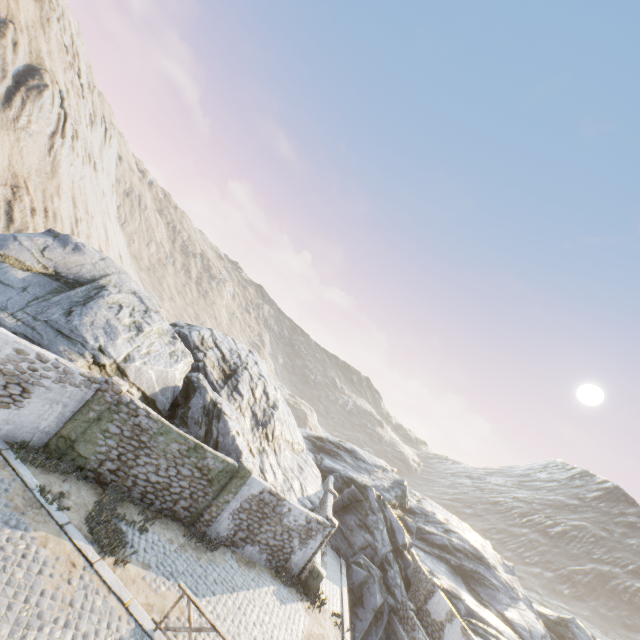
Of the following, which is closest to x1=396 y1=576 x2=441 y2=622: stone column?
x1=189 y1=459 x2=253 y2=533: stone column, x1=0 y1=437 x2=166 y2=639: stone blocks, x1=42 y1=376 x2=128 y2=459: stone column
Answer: x1=0 y1=437 x2=166 y2=639: stone blocks

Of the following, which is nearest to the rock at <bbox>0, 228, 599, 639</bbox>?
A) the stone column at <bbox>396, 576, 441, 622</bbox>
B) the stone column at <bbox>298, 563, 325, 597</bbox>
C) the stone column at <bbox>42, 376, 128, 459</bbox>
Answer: the stone column at <bbox>42, 376, 128, 459</bbox>

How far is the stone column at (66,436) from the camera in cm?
1098

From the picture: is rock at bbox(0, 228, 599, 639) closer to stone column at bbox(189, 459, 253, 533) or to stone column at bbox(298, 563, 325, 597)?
stone column at bbox(189, 459, 253, 533)

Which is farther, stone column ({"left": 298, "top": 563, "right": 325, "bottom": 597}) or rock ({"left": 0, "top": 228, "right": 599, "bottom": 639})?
stone column ({"left": 298, "top": 563, "right": 325, "bottom": 597})

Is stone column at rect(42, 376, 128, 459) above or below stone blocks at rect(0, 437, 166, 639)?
above

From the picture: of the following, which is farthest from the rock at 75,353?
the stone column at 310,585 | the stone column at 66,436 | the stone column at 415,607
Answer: the stone column at 415,607

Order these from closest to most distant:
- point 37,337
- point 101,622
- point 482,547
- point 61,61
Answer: point 101,622, point 37,337, point 482,547, point 61,61
